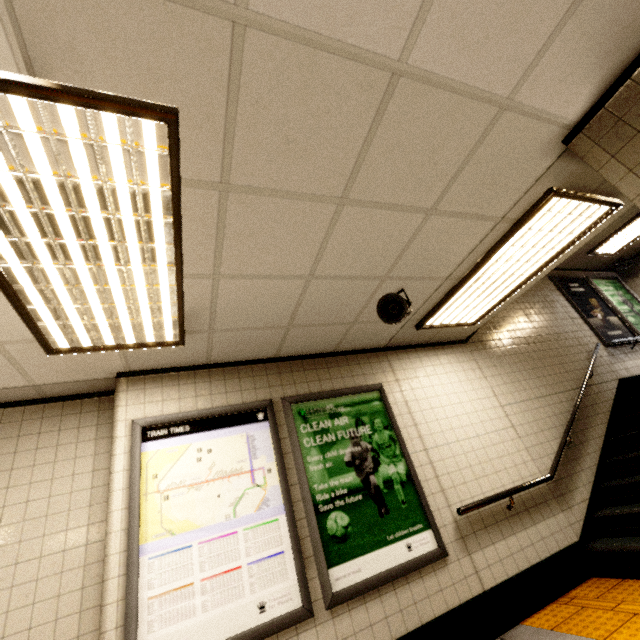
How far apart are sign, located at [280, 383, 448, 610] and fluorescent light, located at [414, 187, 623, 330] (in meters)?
0.81

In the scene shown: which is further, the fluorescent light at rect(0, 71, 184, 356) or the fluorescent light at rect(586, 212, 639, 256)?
the fluorescent light at rect(586, 212, 639, 256)

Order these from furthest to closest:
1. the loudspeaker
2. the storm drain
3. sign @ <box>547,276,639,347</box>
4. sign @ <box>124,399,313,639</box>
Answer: sign @ <box>547,276,639,347</box>, the loudspeaker, sign @ <box>124,399,313,639</box>, the storm drain

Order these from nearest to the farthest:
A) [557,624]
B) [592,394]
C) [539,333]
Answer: [557,624]
[592,394]
[539,333]

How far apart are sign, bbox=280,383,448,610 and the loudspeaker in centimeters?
106cm

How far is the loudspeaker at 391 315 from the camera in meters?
2.9 m

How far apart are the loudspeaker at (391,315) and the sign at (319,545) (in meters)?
1.06

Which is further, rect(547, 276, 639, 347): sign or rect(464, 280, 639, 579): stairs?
rect(547, 276, 639, 347): sign
